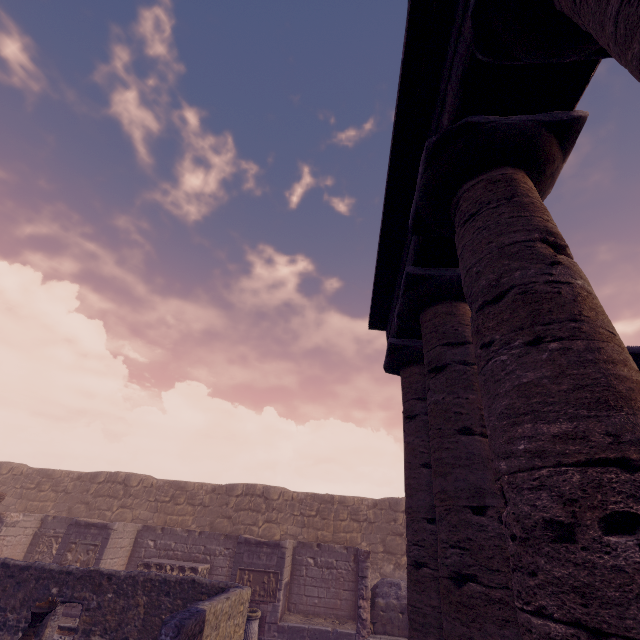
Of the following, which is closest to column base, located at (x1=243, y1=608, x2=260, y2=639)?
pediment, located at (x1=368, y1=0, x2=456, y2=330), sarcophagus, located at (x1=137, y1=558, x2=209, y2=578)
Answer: sarcophagus, located at (x1=137, y1=558, x2=209, y2=578)

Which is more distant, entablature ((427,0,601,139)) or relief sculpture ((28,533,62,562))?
relief sculpture ((28,533,62,562))

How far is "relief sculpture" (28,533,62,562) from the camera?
13.56m

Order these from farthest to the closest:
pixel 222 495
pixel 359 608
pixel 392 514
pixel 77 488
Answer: pixel 77 488 → pixel 222 495 → pixel 392 514 → pixel 359 608

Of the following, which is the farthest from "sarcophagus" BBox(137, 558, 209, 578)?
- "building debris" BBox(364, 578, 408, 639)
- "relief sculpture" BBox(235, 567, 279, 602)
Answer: "building debris" BBox(364, 578, 408, 639)

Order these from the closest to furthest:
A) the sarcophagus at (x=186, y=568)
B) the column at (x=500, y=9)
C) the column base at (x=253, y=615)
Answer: the column at (x=500, y=9)
the column base at (x=253, y=615)
the sarcophagus at (x=186, y=568)

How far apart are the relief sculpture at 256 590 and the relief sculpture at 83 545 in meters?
5.4

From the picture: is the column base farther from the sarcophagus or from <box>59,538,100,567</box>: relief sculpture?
<box>59,538,100,567</box>: relief sculpture
